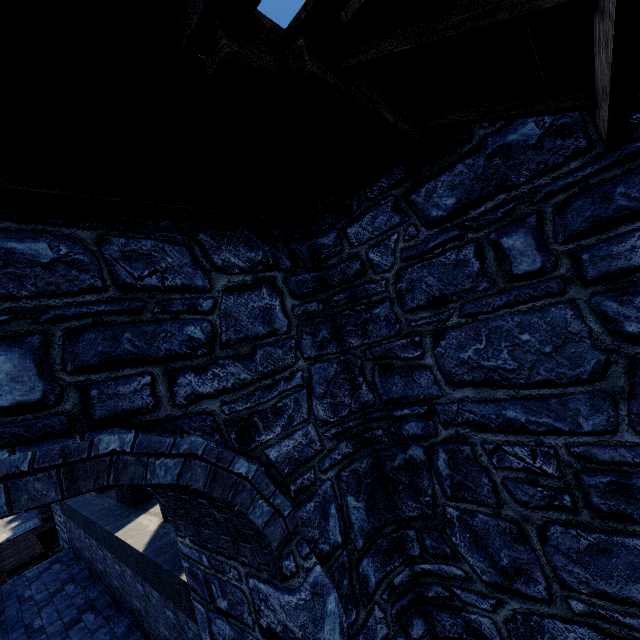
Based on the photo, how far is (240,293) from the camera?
3.0 meters
